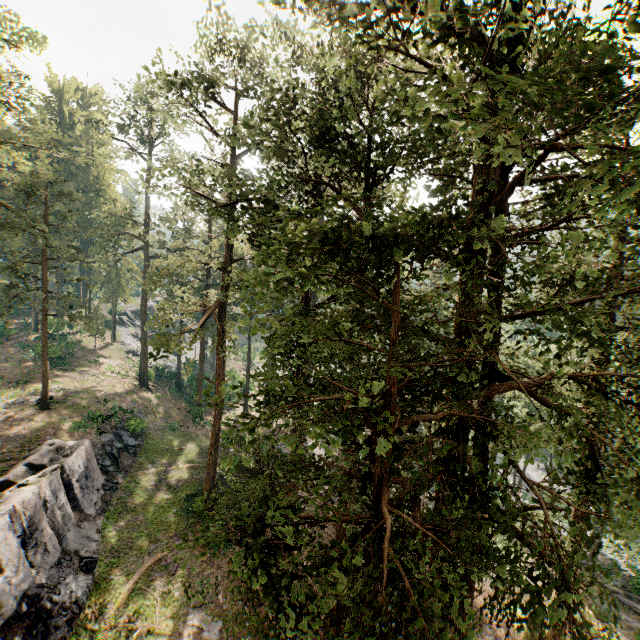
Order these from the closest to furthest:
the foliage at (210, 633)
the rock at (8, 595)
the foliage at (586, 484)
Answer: the foliage at (586, 484)
the foliage at (210, 633)
the rock at (8, 595)

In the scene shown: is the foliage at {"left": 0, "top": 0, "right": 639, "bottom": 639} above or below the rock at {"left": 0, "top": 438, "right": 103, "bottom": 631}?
above

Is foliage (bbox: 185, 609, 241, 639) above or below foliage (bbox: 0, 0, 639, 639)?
below

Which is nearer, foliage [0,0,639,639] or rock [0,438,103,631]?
foliage [0,0,639,639]

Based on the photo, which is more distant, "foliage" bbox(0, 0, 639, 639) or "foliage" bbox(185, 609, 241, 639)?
"foliage" bbox(185, 609, 241, 639)

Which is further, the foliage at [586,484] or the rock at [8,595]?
the rock at [8,595]

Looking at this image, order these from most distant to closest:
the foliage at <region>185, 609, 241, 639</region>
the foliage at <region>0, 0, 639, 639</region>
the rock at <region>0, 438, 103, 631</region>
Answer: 1. the rock at <region>0, 438, 103, 631</region>
2. the foliage at <region>185, 609, 241, 639</region>
3. the foliage at <region>0, 0, 639, 639</region>

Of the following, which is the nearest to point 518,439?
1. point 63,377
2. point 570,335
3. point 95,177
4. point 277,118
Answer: point 570,335
